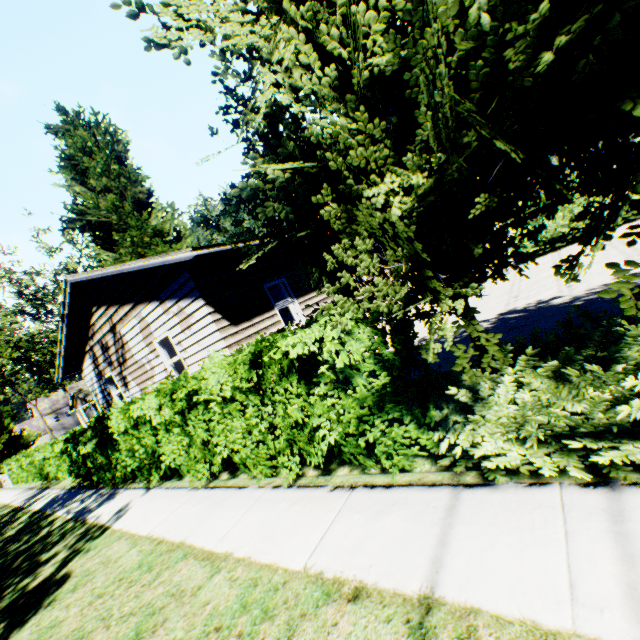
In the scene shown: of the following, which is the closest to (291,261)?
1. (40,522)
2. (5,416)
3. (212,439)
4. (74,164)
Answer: (212,439)

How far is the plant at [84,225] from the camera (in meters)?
18.69

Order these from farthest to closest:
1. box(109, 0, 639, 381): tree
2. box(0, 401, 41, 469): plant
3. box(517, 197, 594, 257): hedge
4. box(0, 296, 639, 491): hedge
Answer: box(0, 401, 41, 469): plant
box(517, 197, 594, 257): hedge
box(0, 296, 639, 491): hedge
box(109, 0, 639, 381): tree

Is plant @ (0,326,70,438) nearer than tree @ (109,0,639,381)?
No

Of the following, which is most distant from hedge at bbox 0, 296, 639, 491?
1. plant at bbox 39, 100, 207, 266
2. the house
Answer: plant at bbox 39, 100, 207, 266

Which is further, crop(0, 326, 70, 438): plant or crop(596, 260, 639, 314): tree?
crop(0, 326, 70, 438): plant

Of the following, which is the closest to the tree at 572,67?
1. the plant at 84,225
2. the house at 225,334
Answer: the house at 225,334

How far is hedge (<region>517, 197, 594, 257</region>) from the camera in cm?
1230
